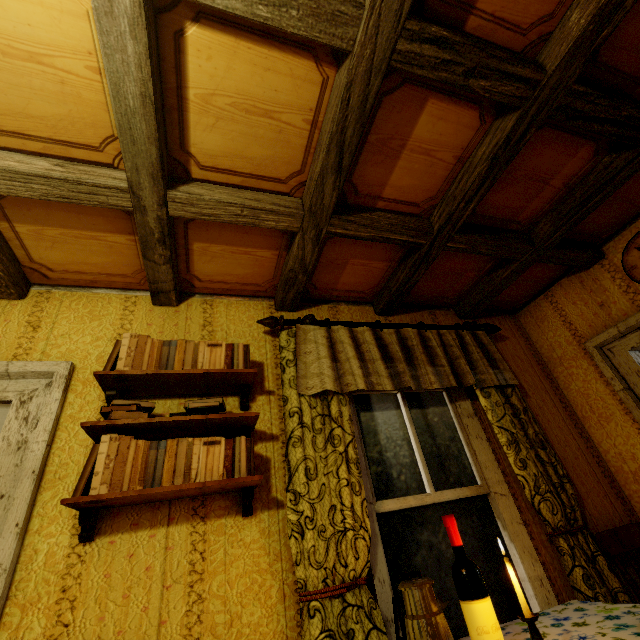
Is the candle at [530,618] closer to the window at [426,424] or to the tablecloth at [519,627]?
the tablecloth at [519,627]

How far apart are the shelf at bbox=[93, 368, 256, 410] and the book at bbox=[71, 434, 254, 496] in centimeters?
19cm

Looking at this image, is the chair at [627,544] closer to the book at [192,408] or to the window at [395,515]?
the window at [395,515]

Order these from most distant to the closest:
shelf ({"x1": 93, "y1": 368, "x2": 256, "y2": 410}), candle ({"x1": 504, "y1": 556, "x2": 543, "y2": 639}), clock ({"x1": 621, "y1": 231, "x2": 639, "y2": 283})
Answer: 1. clock ({"x1": 621, "y1": 231, "x2": 639, "y2": 283})
2. shelf ({"x1": 93, "y1": 368, "x2": 256, "y2": 410})
3. candle ({"x1": 504, "y1": 556, "x2": 543, "y2": 639})

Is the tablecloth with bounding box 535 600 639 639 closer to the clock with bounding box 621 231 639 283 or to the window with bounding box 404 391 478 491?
the window with bounding box 404 391 478 491

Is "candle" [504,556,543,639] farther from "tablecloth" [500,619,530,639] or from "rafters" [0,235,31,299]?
"rafters" [0,235,31,299]

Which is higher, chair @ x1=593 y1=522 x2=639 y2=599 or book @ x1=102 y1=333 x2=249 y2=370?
book @ x1=102 y1=333 x2=249 y2=370

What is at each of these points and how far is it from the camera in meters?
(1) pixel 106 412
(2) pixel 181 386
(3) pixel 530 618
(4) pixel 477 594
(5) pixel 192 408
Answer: (1) book, 1.5 m
(2) shelf, 1.8 m
(3) candle, 1.0 m
(4) bottle, 1.1 m
(5) book, 1.6 m
